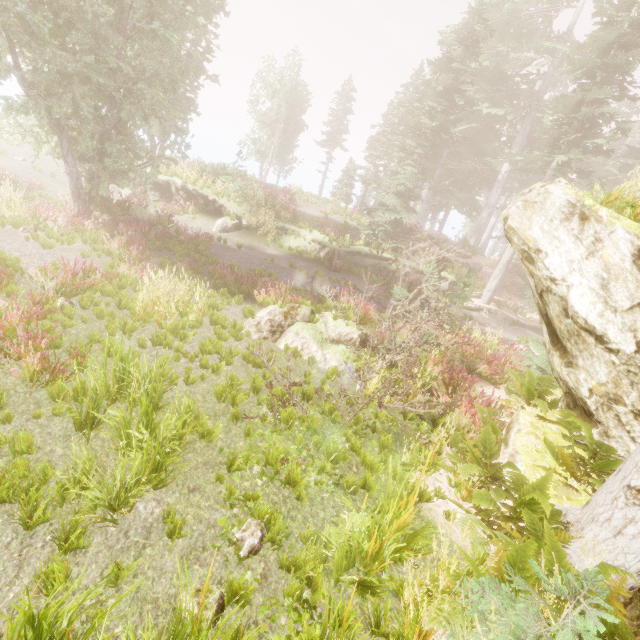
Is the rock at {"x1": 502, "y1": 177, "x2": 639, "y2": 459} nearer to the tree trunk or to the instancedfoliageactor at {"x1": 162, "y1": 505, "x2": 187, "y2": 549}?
the instancedfoliageactor at {"x1": 162, "y1": 505, "x2": 187, "y2": 549}

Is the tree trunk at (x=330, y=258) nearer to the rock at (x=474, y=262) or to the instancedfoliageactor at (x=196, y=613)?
the instancedfoliageactor at (x=196, y=613)

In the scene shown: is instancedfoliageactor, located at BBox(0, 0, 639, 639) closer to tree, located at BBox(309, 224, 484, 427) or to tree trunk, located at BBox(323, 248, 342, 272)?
tree, located at BBox(309, 224, 484, 427)

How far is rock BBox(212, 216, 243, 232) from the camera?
19.4m

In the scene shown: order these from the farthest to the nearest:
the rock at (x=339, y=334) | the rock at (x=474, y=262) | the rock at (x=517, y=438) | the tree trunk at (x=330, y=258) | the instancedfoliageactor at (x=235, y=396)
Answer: the rock at (x=474, y=262)
the tree trunk at (x=330, y=258)
the rock at (x=339, y=334)
the instancedfoliageactor at (x=235, y=396)
the rock at (x=517, y=438)

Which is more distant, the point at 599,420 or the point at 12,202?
the point at 12,202

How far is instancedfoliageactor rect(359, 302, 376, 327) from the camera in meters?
9.3 m

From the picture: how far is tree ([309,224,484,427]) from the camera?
6.3m
